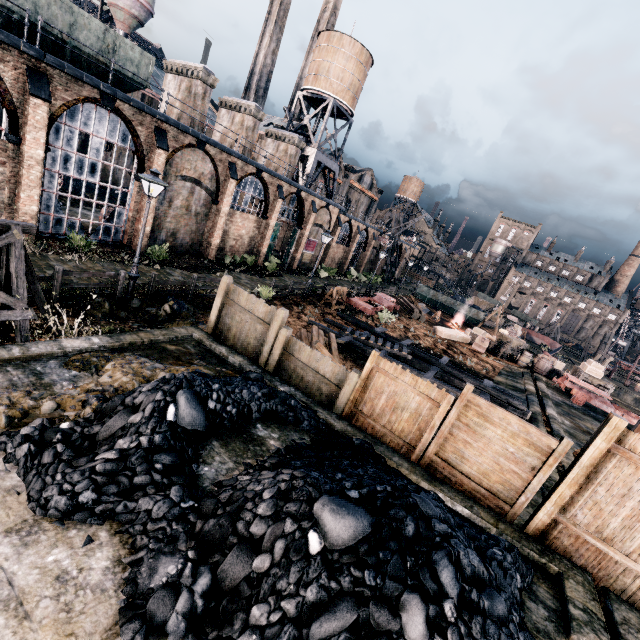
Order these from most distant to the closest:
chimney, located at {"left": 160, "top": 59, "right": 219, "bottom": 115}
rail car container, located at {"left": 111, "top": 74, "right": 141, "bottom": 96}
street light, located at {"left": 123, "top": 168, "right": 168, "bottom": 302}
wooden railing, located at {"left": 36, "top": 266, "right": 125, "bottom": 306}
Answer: chimney, located at {"left": 160, "top": 59, "right": 219, "bottom": 115}
rail car container, located at {"left": 111, "top": 74, "right": 141, "bottom": 96}
street light, located at {"left": 123, "top": 168, "right": 168, "bottom": 302}
wooden railing, located at {"left": 36, "top": 266, "right": 125, "bottom": 306}

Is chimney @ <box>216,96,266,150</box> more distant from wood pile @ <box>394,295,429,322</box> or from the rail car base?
wood pile @ <box>394,295,429,322</box>

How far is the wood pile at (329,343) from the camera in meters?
13.7 m

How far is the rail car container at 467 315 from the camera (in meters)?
48.21

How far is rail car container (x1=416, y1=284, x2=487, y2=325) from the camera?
48.2 meters

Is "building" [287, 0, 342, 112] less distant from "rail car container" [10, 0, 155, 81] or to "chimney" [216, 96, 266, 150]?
"chimney" [216, 96, 266, 150]

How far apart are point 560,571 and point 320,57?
46.0m

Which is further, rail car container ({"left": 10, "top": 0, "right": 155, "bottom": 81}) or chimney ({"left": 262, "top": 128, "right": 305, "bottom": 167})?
chimney ({"left": 262, "top": 128, "right": 305, "bottom": 167})
